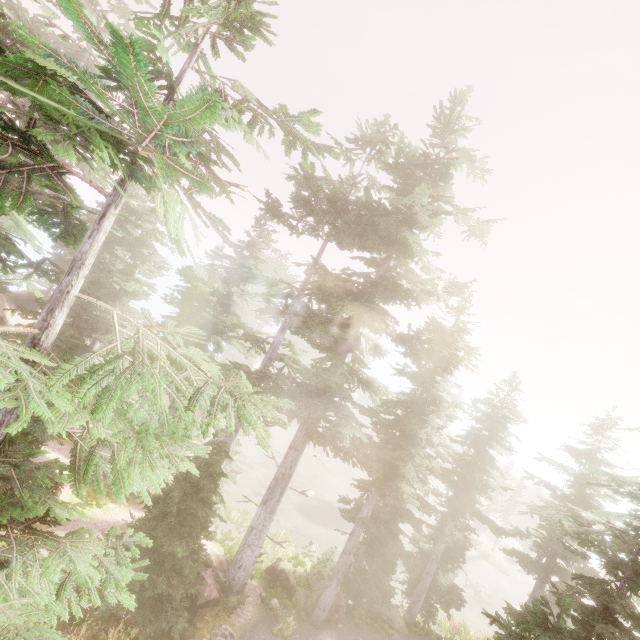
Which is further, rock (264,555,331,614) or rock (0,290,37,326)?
rock (0,290,37,326)

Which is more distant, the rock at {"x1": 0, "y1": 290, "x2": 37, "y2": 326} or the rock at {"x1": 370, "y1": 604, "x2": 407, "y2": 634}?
the rock at {"x1": 0, "y1": 290, "x2": 37, "y2": 326}

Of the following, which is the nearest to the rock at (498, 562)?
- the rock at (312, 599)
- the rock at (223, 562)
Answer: the rock at (312, 599)

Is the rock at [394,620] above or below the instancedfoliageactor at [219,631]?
below

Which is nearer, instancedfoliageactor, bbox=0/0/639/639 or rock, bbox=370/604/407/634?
instancedfoliageactor, bbox=0/0/639/639

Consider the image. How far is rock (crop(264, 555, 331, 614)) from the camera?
16.0 meters

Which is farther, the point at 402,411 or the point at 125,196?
the point at 402,411

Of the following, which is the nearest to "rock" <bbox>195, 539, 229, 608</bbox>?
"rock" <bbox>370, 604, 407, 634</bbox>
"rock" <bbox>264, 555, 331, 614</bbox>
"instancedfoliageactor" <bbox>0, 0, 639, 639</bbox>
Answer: "instancedfoliageactor" <bbox>0, 0, 639, 639</bbox>
